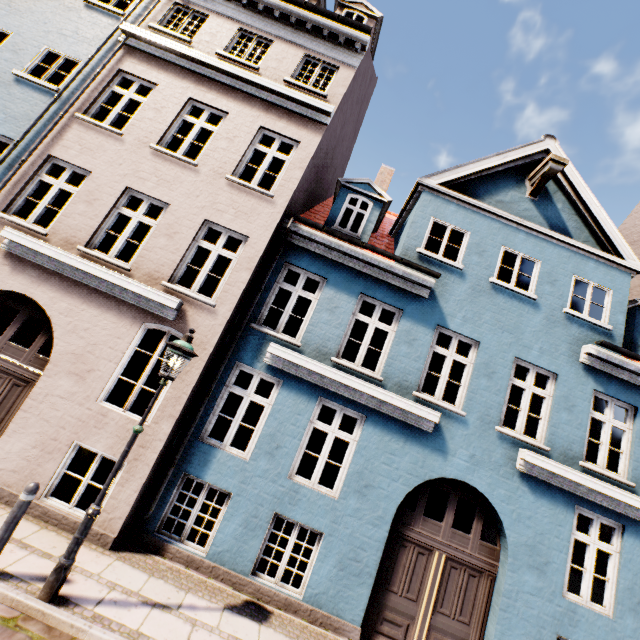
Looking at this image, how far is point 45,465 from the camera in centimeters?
584cm

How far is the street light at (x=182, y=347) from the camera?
4.1 meters

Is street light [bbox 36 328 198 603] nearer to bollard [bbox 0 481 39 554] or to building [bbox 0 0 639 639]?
bollard [bbox 0 481 39 554]

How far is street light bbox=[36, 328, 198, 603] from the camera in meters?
4.1 m

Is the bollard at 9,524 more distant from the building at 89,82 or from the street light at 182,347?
the building at 89,82

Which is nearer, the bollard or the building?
the bollard

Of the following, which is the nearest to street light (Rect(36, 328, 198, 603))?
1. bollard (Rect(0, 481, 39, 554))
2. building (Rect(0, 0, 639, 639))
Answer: bollard (Rect(0, 481, 39, 554))
